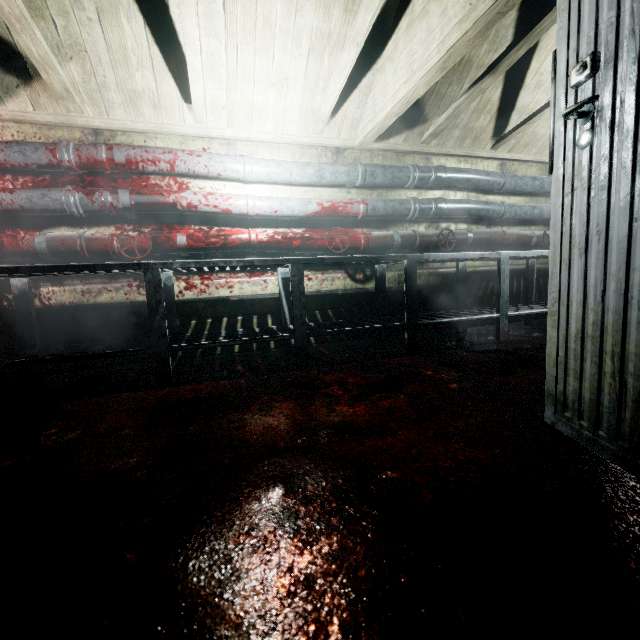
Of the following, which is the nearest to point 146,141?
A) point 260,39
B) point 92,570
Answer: point 260,39

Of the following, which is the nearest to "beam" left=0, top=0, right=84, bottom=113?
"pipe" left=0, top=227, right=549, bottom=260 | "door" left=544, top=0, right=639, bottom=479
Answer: "door" left=544, top=0, right=639, bottom=479

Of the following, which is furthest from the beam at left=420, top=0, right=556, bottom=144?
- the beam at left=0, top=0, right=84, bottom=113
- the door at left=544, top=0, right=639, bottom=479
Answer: the door at left=544, top=0, right=639, bottom=479

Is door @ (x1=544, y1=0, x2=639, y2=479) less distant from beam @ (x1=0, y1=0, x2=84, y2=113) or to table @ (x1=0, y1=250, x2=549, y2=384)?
beam @ (x1=0, y1=0, x2=84, y2=113)

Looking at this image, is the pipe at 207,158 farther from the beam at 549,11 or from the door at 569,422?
the door at 569,422

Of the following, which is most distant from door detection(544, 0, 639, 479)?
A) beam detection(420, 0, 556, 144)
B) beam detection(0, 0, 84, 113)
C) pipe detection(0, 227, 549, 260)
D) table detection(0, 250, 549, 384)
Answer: pipe detection(0, 227, 549, 260)

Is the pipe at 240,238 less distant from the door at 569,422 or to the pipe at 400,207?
the pipe at 400,207
